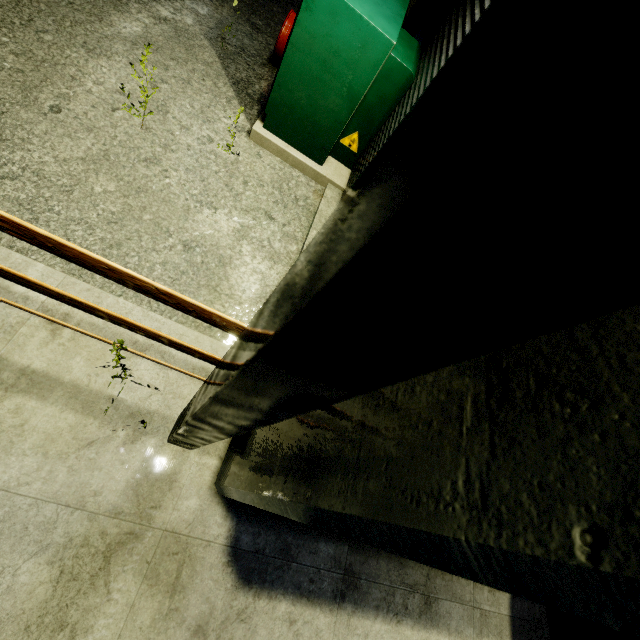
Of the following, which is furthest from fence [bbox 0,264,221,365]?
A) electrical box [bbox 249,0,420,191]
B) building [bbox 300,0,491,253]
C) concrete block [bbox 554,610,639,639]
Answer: concrete block [bbox 554,610,639,639]

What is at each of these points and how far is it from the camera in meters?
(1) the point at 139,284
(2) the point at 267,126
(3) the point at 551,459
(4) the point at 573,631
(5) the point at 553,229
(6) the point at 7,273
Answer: (1) fence, 1.4 m
(2) electrical box, 3.7 m
(3) building, 0.4 m
(4) concrete block, 2.8 m
(5) light, 0.2 m
(6) fence, 1.6 m

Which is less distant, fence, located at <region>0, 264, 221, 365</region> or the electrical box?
fence, located at <region>0, 264, 221, 365</region>

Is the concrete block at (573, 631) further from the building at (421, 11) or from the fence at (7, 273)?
the fence at (7, 273)

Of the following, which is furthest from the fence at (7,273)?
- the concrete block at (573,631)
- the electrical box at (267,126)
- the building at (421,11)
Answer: the concrete block at (573,631)

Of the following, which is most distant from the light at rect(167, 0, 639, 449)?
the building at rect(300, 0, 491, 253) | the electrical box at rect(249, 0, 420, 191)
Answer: the electrical box at rect(249, 0, 420, 191)

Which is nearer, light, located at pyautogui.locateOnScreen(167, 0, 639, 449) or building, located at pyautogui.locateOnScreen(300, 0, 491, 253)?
light, located at pyautogui.locateOnScreen(167, 0, 639, 449)

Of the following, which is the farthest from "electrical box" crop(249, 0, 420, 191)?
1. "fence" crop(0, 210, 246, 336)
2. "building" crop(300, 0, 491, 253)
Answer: "fence" crop(0, 210, 246, 336)
